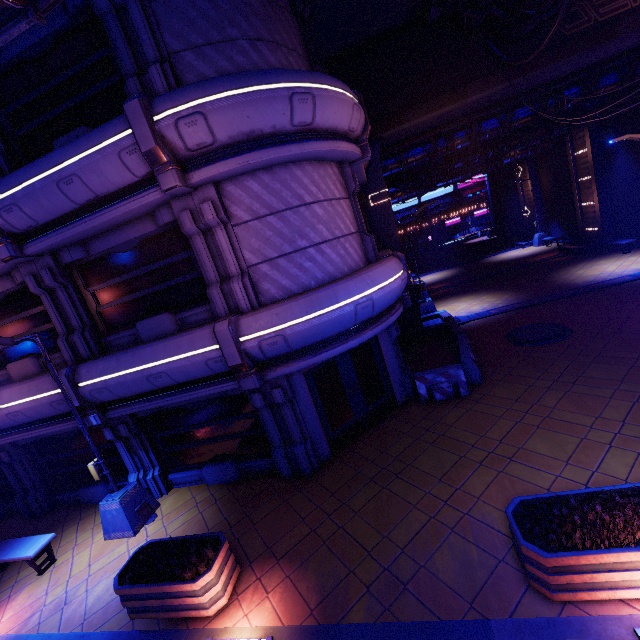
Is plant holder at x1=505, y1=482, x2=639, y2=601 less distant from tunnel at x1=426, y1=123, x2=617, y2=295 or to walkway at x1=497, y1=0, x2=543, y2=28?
walkway at x1=497, y1=0, x2=543, y2=28

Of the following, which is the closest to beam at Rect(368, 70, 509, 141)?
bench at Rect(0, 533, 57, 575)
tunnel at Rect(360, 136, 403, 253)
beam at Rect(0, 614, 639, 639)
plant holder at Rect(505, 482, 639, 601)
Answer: tunnel at Rect(360, 136, 403, 253)

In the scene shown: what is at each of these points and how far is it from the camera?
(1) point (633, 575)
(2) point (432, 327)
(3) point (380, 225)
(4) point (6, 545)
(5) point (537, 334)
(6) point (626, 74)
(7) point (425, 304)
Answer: (1) plant holder, 4.1 meters
(2) tunnel, 15.4 meters
(3) tunnel, 14.6 meters
(4) bench, 8.7 meters
(5) manhole, 12.0 meters
(6) walkway, 14.2 meters
(7) street light, 18.1 meters

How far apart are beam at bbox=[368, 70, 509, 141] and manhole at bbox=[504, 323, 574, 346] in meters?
9.2 m

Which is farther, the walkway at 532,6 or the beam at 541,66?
the beam at 541,66

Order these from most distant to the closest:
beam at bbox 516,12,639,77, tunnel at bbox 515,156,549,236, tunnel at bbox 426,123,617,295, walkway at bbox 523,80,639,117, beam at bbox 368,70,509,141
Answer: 1. tunnel at bbox 515,156,549,236
2. tunnel at bbox 426,123,617,295
3. walkway at bbox 523,80,639,117
4. beam at bbox 368,70,509,141
5. beam at bbox 516,12,639,77

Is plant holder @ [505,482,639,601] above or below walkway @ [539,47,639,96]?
below

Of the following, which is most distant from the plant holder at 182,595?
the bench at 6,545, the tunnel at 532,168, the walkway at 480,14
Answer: the tunnel at 532,168
